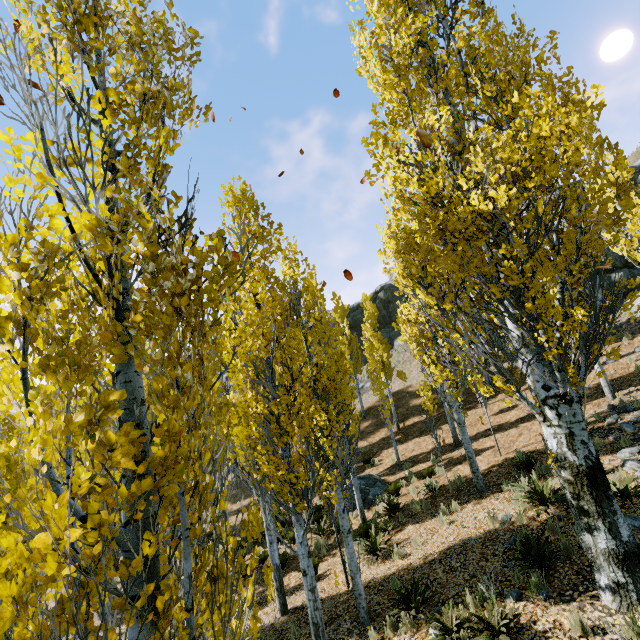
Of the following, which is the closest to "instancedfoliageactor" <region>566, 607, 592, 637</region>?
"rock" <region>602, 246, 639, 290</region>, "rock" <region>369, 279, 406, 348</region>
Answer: "rock" <region>602, 246, 639, 290</region>

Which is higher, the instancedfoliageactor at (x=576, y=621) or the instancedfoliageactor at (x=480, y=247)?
the instancedfoliageactor at (x=480, y=247)

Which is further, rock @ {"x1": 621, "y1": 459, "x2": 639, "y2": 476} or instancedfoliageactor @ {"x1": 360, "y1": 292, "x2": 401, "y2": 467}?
instancedfoliageactor @ {"x1": 360, "y1": 292, "x2": 401, "y2": 467}

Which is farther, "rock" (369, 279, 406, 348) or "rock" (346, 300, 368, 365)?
"rock" (346, 300, 368, 365)

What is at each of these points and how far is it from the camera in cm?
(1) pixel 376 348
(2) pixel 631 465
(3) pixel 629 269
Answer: (1) instancedfoliageactor, 1783
(2) rock, 774
(3) rock, 2006

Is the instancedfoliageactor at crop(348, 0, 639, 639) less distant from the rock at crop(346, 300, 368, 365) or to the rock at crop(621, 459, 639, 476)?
the rock at crop(621, 459, 639, 476)

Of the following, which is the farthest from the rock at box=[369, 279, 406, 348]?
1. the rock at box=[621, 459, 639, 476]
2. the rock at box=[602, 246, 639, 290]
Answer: the rock at box=[621, 459, 639, 476]

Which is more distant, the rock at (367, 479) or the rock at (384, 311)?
the rock at (384, 311)
